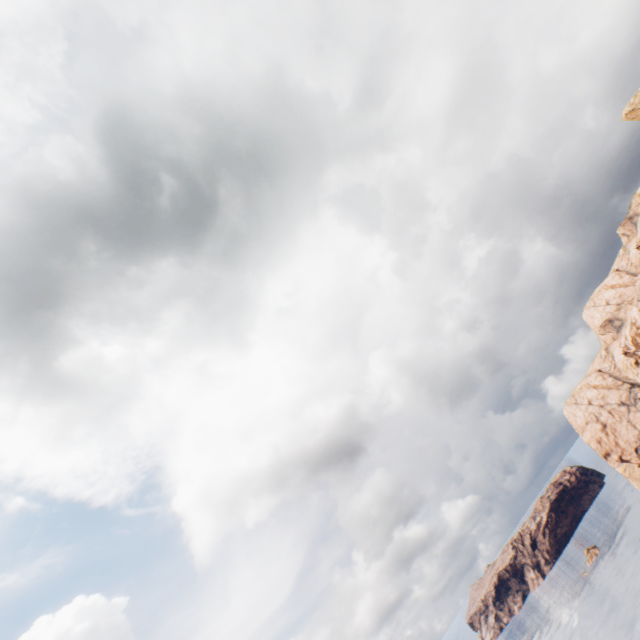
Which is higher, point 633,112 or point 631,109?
point 631,109
